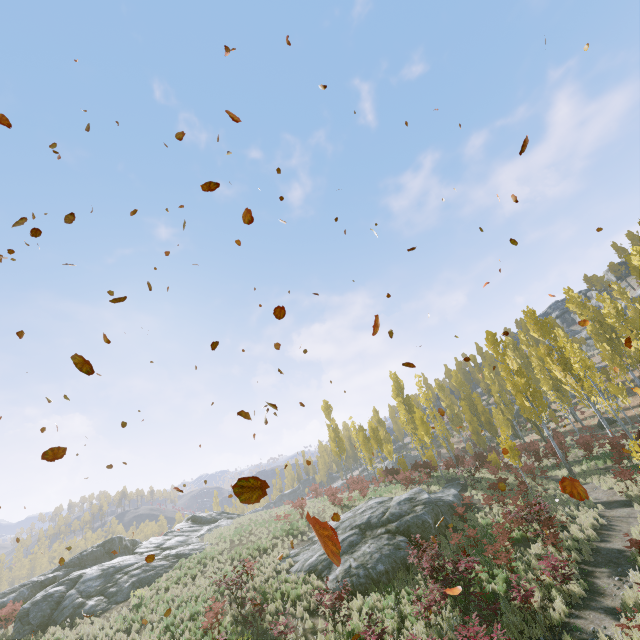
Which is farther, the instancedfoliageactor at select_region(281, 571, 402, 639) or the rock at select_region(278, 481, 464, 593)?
the rock at select_region(278, 481, 464, 593)

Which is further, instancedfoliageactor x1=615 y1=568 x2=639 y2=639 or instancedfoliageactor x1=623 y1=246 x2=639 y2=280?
instancedfoliageactor x1=623 y1=246 x2=639 y2=280

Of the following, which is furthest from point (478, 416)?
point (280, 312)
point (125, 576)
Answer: point (280, 312)

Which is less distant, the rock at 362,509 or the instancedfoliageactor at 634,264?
the rock at 362,509

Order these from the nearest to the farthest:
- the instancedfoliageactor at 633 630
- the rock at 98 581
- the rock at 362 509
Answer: the instancedfoliageactor at 633 630 → the rock at 362 509 → the rock at 98 581

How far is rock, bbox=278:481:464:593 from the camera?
14.4m

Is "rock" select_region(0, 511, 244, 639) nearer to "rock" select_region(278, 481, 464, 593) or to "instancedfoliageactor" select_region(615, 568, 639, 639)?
"rock" select_region(278, 481, 464, 593)
